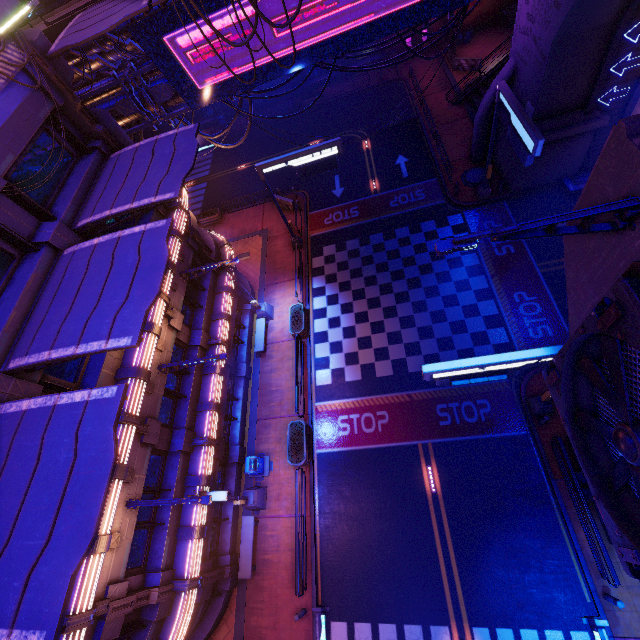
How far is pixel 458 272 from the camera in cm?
2020

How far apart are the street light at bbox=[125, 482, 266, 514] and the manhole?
23.6m

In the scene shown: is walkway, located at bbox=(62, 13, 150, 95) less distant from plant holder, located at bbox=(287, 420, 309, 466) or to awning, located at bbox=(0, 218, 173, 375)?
awning, located at bbox=(0, 218, 173, 375)

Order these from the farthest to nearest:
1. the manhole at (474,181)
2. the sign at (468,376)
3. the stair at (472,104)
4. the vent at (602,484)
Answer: the stair at (472,104)
the manhole at (474,181)
the sign at (468,376)
the vent at (602,484)

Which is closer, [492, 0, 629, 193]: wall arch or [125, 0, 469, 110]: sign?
[125, 0, 469, 110]: sign

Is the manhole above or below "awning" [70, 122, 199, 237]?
below

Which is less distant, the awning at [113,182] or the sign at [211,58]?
the awning at [113,182]

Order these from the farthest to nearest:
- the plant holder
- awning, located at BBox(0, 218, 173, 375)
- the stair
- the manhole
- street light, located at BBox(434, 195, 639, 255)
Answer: the stair → the manhole → the plant holder → awning, located at BBox(0, 218, 173, 375) → street light, located at BBox(434, 195, 639, 255)
